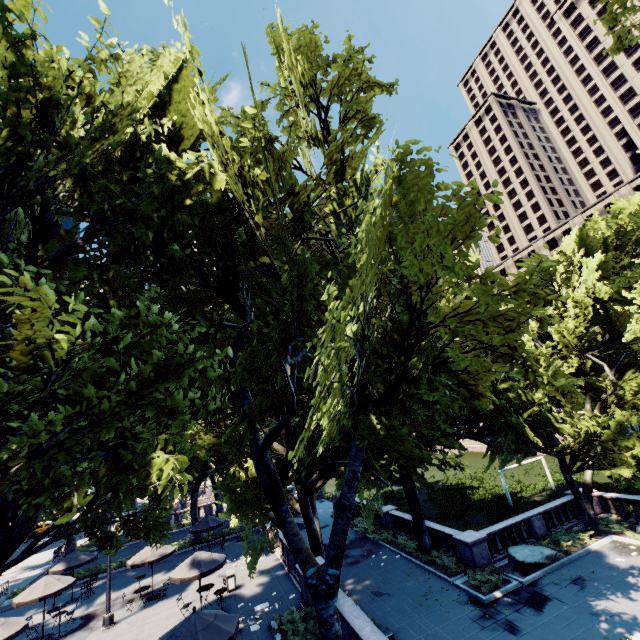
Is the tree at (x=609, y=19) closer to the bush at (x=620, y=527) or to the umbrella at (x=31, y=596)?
the bush at (x=620, y=527)

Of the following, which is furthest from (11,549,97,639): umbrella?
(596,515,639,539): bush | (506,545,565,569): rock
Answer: (596,515,639,539): bush

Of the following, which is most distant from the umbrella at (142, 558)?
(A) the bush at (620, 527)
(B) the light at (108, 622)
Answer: (A) the bush at (620, 527)

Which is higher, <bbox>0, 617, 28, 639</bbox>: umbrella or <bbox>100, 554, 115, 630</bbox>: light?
Result: <bbox>0, 617, 28, 639</bbox>: umbrella

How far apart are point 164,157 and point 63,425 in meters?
6.7

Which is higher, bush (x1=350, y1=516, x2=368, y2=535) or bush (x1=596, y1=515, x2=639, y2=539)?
bush (x1=350, y1=516, x2=368, y2=535)

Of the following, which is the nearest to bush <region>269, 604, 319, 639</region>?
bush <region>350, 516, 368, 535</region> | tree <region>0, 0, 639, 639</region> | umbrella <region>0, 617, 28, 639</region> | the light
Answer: tree <region>0, 0, 639, 639</region>

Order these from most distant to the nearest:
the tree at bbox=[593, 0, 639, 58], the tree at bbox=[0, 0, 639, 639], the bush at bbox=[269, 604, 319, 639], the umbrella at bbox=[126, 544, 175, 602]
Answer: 1. the umbrella at bbox=[126, 544, 175, 602]
2. the bush at bbox=[269, 604, 319, 639]
3. the tree at bbox=[593, 0, 639, 58]
4. the tree at bbox=[0, 0, 639, 639]
